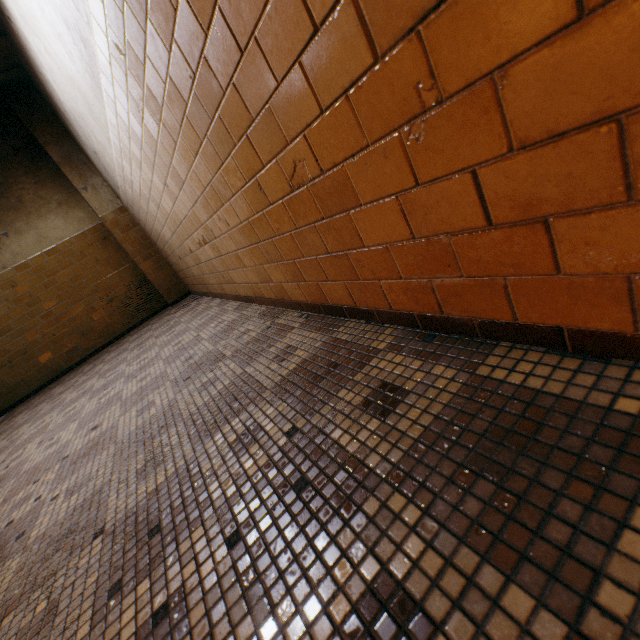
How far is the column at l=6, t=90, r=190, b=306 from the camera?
5.2m

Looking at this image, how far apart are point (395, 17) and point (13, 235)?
7.4 meters

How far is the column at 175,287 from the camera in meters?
5.2 m
